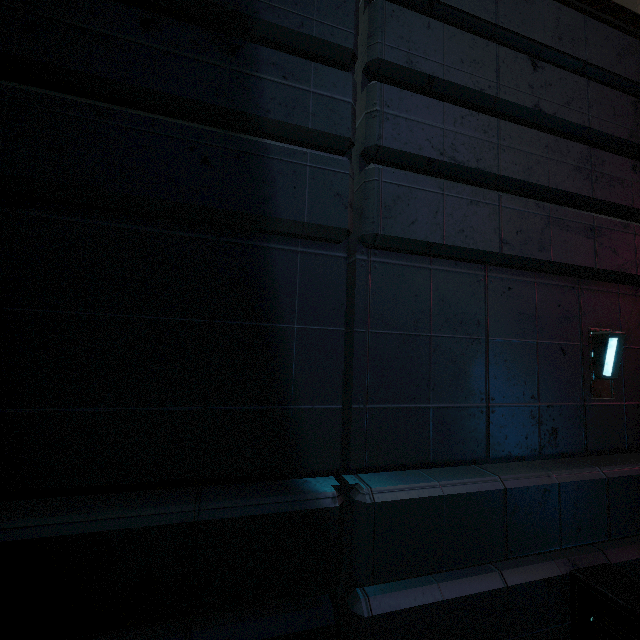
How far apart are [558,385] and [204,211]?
4.44m
